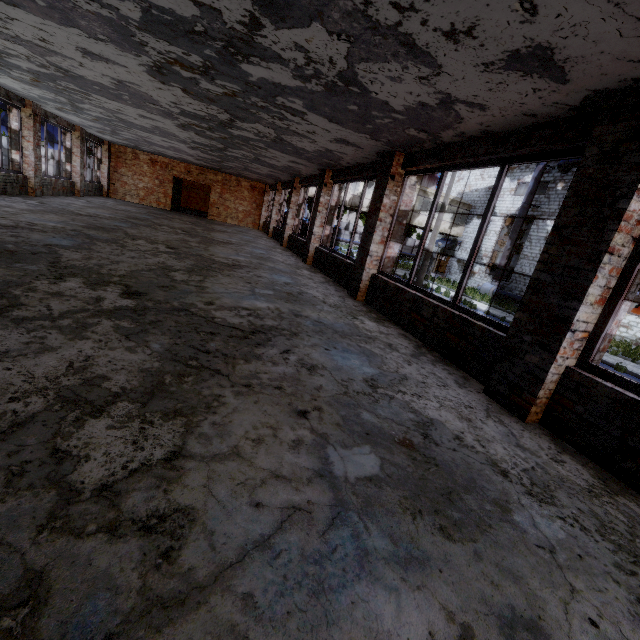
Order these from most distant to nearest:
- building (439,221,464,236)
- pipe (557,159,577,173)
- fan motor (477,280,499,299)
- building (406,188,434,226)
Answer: building (439,221,464,236) < building (406,188,434,226) < fan motor (477,280,499,299) < pipe (557,159,577,173)

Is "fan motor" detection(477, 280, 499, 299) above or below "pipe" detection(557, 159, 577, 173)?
below

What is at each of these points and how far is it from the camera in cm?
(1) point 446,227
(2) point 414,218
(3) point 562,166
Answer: (1) building, 3066
(2) building, 2934
(3) pipe, 2191

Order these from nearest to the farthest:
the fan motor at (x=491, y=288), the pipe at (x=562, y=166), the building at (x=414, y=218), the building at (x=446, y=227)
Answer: the pipe at (x=562, y=166) < the fan motor at (x=491, y=288) < the building at (x=414, y=218) < the building at (x=446, y=227)

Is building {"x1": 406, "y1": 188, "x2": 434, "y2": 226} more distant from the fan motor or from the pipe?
the pipe

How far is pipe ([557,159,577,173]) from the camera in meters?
21.1 m

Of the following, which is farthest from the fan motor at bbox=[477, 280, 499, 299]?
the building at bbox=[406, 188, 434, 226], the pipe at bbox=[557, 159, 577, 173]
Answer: the building at bbox=[406, 188, 434, 226]

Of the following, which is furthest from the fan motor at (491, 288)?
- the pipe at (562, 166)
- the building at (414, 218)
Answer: the building at (414, 218)
